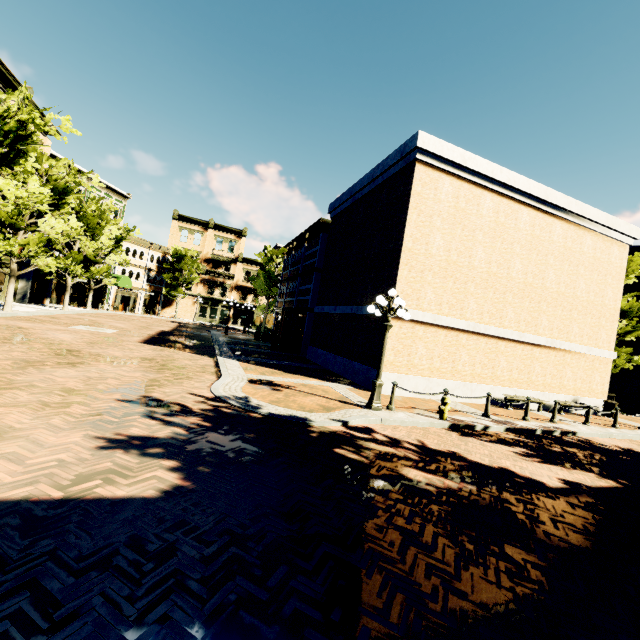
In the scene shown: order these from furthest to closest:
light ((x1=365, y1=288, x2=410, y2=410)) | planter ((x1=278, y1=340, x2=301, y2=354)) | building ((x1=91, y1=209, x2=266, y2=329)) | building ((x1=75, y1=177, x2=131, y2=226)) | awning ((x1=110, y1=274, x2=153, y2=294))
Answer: building ((x1=91, y1=209, x2=266, y2=329)), awning ((x1=110, y1=274, x2=153, y2=294)), building ((x1=75, y1=177, x2=131, y2=226)), planter ((x1=278, y1=340, x2=301, y2=354)), light ((x1=365, y1=288, x2=410, y2=410))

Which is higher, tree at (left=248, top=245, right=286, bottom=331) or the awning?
tree at (left=248, top=245, right=286, bottom=331)

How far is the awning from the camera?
35.5m

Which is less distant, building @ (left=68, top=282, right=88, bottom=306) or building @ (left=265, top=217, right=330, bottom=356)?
building @ (left=265, top=217, right=330, bottom=356)

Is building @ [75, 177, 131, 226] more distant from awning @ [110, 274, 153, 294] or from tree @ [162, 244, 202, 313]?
tree @ [162, 244, 202, 313]

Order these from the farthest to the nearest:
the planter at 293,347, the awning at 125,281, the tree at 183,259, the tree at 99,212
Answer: the tree at 183,259 → the awning at 125,281 → the planter at 293,347 → the tree at 99,212

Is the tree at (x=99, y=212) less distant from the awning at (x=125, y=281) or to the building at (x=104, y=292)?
the building at (x=104, y=292)

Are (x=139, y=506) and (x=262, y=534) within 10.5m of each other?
yes
